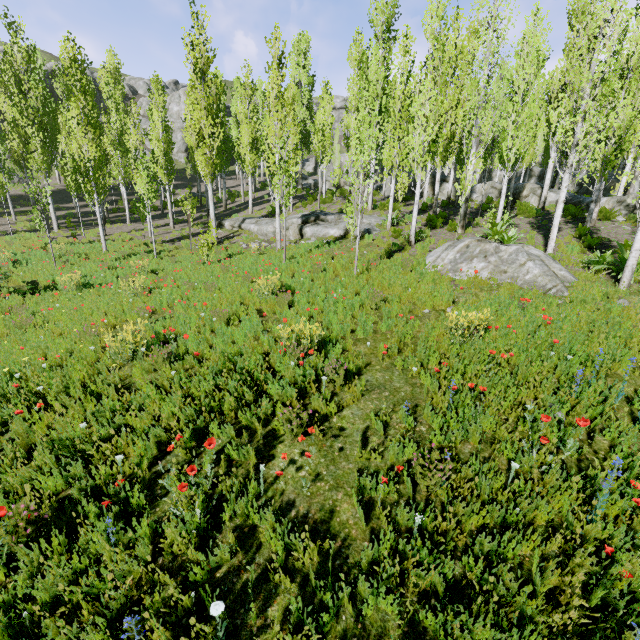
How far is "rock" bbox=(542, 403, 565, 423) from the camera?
4.0m

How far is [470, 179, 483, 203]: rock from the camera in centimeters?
2399cm

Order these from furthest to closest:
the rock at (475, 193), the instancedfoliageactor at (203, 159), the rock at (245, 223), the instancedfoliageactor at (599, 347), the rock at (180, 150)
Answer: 1. the rock at (180, 150)
2. the rock at (475, 193)
3. the rock at (245, 223)
4. the instancedfoliageactor at (203, 159)
5. the instancedfoliageactor at (599, 347)

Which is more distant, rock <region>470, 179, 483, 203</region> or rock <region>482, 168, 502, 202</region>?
rock <region>470, 179, 483, 203</region>

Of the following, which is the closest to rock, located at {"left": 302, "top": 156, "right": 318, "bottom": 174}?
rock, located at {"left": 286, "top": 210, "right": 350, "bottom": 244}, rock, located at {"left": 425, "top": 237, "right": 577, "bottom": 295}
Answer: rock, located at {"left": 286, "top": 210, "right": 350, "bottom": 244}

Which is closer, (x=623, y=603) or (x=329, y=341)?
(x=623, y=603)

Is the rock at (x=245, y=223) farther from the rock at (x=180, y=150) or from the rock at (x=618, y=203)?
the rock at (x=180, y=150)

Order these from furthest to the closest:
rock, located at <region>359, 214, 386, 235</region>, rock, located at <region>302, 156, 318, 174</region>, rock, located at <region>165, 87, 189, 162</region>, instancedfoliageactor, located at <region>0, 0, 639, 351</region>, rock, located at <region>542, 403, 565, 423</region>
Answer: rock, located at <region>302, 156, 318, 174</region> → rock, located at <region>165, 87, 189, 162</region> → rock, located at <region>359, 214, 386, 235</region> → instancedfoliageactor, located at <region>0, 0, 639, 351</region> → rock, located at <region>542, 403, 565, 423</region>
